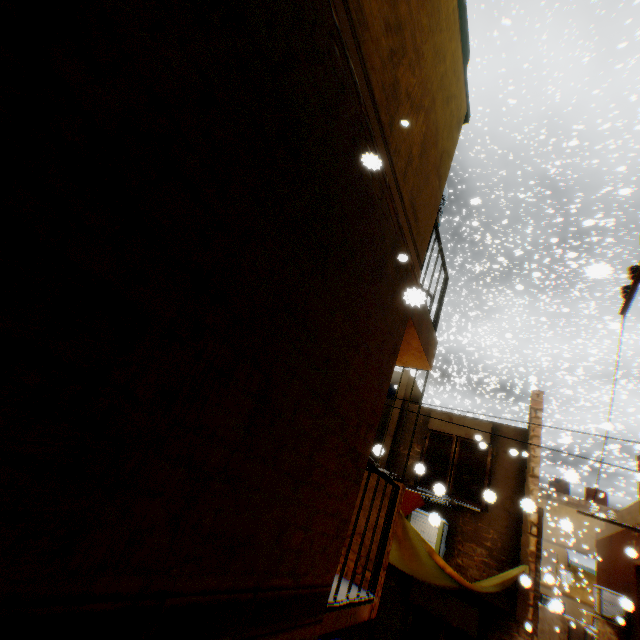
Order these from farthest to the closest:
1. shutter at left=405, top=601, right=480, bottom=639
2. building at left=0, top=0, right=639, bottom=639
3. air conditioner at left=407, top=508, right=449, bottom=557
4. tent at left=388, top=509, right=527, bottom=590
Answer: shutter at left=405, top=601, right=480, bottom=639 < air conditioner at left=407, top=508, right=449, bottom=557 < tent at left=388, top=509, right=527, bottom=590 < building at left=0, top=0, right=639, bottom=639

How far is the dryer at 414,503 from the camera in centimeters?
733cm

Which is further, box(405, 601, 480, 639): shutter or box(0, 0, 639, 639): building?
box(405, 601, 480, 639): shutter

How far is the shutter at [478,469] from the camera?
7.92m

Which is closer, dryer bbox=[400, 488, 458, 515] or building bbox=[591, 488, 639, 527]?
dryer bbox=[400, 488, 458, 515]

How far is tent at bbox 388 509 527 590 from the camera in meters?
4.5 m

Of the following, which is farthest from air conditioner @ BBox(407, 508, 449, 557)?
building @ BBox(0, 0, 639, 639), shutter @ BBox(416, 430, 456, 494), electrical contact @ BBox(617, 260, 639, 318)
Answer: electrical contact @ BBox(617, 260, 639, 318)

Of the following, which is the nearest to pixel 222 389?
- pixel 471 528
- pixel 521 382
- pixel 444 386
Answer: pixel 471 528
